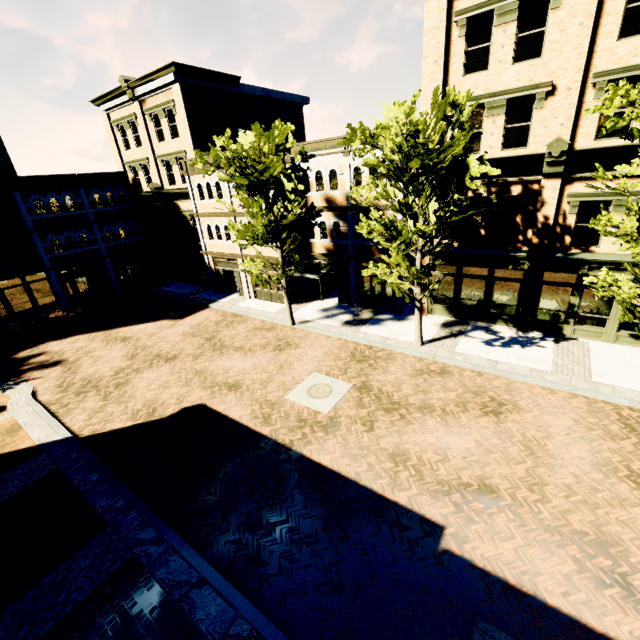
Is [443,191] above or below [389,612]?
above

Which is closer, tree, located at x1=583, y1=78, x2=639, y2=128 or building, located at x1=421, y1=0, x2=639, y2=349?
tree, located at x1=583, y1=78, x2=639, y2=128

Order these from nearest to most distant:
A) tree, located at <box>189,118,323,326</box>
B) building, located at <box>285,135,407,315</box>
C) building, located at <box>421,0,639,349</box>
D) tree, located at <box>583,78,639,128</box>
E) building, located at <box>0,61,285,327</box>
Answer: tree, located at <box>583,78,639,128</box> → building, located at <box>421,0,639,349</box> → tree, located at <box>189,118,323,326</box> → building, located at <box>285,135,407,315</box> → building, located at <box>0,61,285,327</box>

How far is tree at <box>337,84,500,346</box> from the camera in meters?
10.5

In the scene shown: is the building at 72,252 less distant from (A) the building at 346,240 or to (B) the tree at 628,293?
(A) the building at 346,240

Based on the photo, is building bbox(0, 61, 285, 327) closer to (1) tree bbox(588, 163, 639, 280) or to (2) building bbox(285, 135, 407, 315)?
(2) building bbox(285, 135, 407, 315)

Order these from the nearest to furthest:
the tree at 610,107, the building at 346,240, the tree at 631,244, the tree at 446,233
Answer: the tree at 610,107 < the tree at 631,244 < the tree at 446,233 < the building at 346,240
